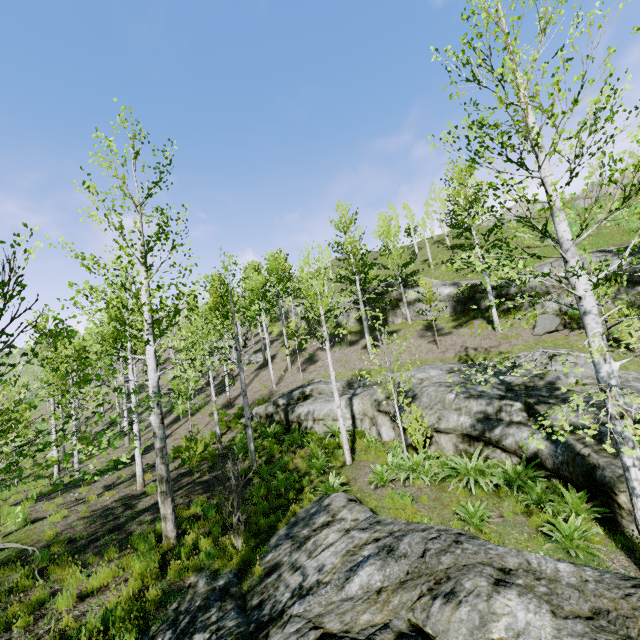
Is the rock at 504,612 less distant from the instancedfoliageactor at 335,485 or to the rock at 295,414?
the instancedfoliageactor at 335,485

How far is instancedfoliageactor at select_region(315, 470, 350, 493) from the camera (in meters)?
9.78

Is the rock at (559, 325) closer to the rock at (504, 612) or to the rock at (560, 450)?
the rock at (560, 450)

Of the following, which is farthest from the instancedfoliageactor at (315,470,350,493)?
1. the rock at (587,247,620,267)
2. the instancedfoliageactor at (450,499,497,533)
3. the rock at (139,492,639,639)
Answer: the rock at (587,247,620,267)

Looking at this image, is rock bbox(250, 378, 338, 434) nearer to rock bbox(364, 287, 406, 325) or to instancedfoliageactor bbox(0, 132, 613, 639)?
instancedfoliageactor bbox(0, 132, 613, 639)

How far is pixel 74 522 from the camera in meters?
9.7

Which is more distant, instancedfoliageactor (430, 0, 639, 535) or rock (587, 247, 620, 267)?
rock (587, 247, 620, 267)

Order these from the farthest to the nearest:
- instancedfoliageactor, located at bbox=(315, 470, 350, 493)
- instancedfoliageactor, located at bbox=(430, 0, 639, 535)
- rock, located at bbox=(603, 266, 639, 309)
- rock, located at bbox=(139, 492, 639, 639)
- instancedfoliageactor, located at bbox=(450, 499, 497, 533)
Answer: rock, located at bbox=(603, 266, 639, 309) → instancedfoliageactor, located at bbox=(315, 470, 350, 493) → instancedfoliageactor, located at bbox=(450, 499, 497, 533) → instancedfoliageactor, located at bbox=(430, 0, 639, 535) → rock, located at bbox=(139, 492, 639, 639)
